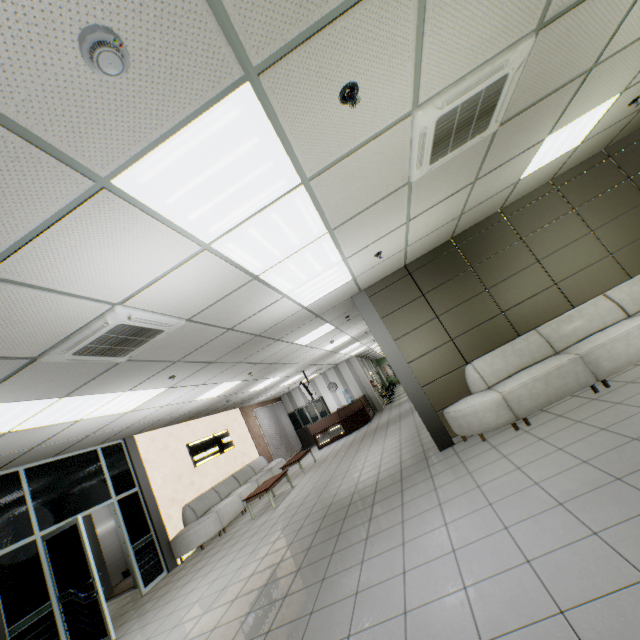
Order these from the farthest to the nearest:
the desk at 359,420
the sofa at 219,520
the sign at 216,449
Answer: the desk at 359,420 → the sign at 216,449 → the sofa at 219,520

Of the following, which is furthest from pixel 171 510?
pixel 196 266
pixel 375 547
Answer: pixel 196 266

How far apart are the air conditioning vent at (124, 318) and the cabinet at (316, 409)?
14.55m

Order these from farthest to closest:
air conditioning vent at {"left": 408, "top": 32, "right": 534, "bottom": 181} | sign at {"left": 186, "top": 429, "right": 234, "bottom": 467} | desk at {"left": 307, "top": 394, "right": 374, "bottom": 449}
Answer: desk at {"left": 307, "top": 394, "right": 374, "bottom": 449}
sign at {"left": 186, "top": 429, "right": 234, "bottom": 467}
air conditioning vent at {"left": 408, "top": 32, "right": 534, "bottom": 181}

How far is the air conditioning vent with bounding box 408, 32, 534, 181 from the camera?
2.4 meters

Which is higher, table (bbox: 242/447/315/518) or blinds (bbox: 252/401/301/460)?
blinds (bbox: 252/401/301/460)

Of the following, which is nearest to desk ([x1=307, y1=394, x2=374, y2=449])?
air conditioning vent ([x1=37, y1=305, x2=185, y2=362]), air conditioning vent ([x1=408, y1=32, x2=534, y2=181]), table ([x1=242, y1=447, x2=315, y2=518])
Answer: table ([x1=242, y1=447, x2=315, y2=518])

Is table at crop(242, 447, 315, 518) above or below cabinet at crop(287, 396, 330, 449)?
below
